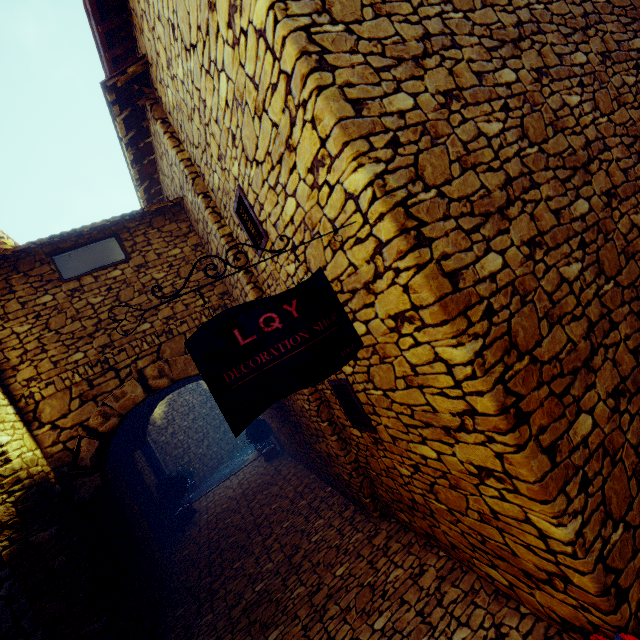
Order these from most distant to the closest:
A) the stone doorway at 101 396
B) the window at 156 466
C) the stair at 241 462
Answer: the stair at 241 462
the window at 156 466
the stone doorway at 101 396

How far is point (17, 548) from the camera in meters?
3.7

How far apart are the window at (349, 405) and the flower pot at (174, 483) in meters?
6.9 m

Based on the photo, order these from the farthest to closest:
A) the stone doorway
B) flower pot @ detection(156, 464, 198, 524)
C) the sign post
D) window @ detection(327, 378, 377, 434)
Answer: flower pot @ detection(156, 464, 198, 524), the stone doorway, window @ detection(327, 378, 377, 434), the sign post

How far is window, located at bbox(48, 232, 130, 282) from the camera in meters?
5.0 m

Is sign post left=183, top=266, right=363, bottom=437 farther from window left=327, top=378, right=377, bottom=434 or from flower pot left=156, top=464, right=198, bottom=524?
flower pot left=156, top=464, right=198, bottom=524

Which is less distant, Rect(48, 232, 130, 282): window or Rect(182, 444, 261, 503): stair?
Rect(48, 232, 130, 282): window

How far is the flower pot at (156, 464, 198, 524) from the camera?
8.6 meters
